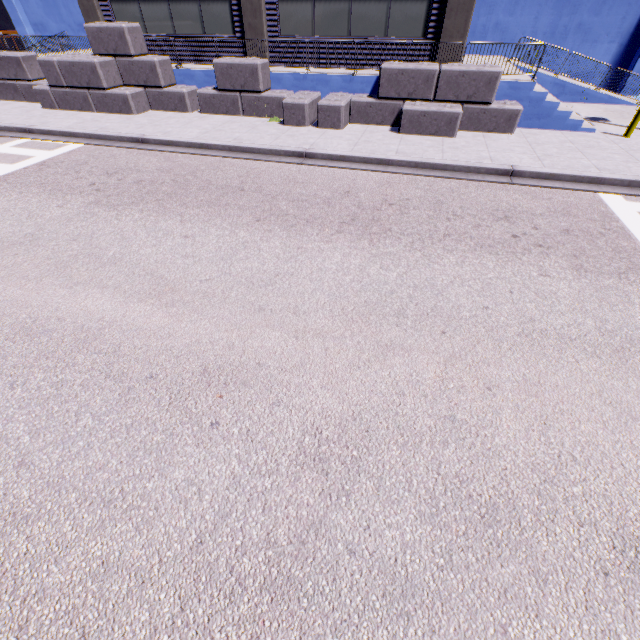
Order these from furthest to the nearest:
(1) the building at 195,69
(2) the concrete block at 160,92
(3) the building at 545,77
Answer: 1. (1) the building at 195,69
2. (3) the building at 545,77
3. (2) the concrete block at 160,92

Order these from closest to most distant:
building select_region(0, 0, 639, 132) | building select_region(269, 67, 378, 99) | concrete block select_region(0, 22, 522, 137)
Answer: concrete block select_region(0, 22, 522, 137)
building select_region(0, 0, 639, 132)
building select_region(269, 67, 378, 99)

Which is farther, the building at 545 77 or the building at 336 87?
the building at 336 87

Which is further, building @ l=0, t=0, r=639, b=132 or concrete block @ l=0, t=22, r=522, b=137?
building @ l=0, t=0, r=639, b=132

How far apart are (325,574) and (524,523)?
1.9m

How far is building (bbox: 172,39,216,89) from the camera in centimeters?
1366cm

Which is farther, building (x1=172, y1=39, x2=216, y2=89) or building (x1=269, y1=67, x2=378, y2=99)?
building (x1=172, y1=39, x2=216, y2=89)
